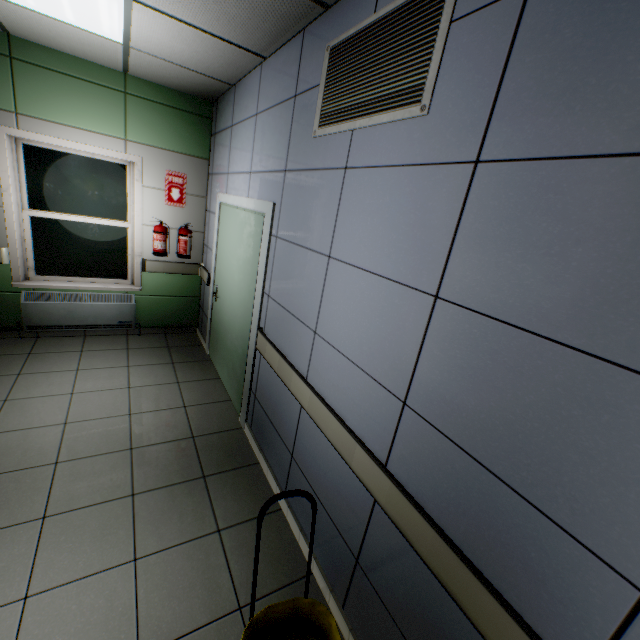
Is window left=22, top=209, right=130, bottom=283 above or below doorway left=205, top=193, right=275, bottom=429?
below

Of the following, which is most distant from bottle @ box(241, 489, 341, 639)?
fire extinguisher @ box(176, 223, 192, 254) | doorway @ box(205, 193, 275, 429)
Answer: fire extinguisher @ box(176, 223, 192, 254)

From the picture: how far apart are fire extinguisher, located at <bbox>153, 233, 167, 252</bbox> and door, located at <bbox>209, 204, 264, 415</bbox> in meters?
0.9 m

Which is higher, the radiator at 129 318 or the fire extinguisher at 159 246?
the fire extinguisher at 159 246

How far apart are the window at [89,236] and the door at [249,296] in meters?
1.4 m

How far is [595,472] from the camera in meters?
0.8

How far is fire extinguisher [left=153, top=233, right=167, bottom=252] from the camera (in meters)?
4.30

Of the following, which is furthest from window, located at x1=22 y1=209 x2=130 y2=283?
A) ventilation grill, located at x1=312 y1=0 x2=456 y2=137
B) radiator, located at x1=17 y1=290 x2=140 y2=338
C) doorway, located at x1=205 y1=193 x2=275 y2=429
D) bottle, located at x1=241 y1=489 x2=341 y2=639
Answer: bottle, located at x1=241 y1=489 x2=341 y2=639
